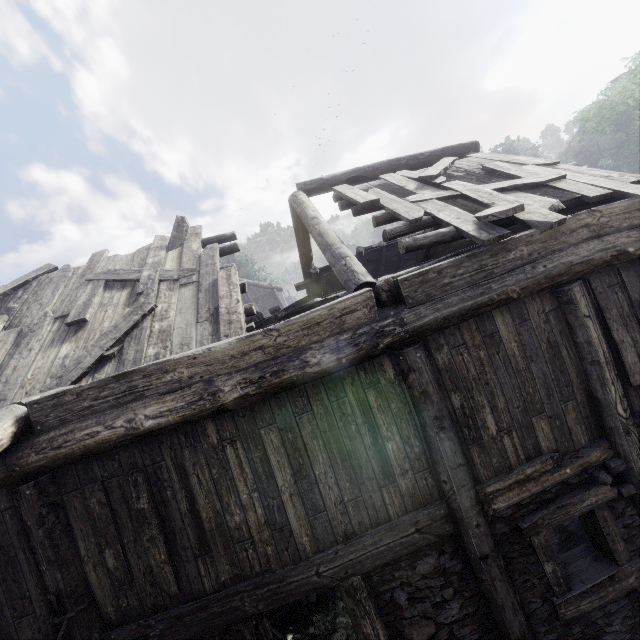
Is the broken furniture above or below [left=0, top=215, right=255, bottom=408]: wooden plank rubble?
below

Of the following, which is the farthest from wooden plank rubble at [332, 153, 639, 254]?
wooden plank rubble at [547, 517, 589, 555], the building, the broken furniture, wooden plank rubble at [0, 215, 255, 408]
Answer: the broken furniture

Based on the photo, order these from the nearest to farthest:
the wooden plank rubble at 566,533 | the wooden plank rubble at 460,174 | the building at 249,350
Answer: the building at 249,350 < the wooden plank rubble at 460,174 < the wooden plank rubble at 566,533

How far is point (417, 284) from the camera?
4.2 meters

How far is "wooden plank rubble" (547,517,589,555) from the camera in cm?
624

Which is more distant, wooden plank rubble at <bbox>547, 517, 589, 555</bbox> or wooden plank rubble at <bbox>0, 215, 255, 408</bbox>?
wooden plank rubble at <bbox>547, 517, 589, 555</bbox>

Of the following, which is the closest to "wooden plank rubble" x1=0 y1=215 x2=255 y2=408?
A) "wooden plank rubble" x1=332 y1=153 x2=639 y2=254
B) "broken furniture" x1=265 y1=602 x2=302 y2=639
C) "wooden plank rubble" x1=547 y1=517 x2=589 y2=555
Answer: "wooden plank rubble" x1=332 y1=153 x2=639 y2=254

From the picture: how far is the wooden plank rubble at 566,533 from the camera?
6.2 meters
